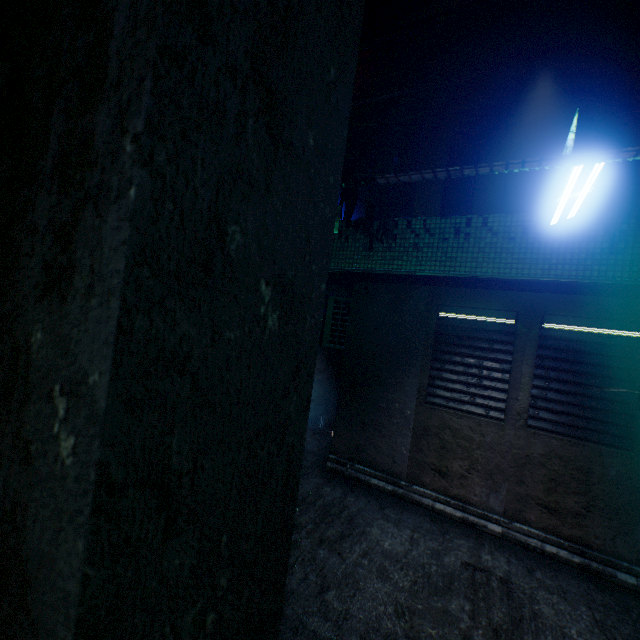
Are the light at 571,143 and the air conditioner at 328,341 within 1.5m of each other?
no

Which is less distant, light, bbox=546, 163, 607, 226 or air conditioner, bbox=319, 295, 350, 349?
light, bbox=546, 163, 607, 226

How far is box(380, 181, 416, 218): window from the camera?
5.1m

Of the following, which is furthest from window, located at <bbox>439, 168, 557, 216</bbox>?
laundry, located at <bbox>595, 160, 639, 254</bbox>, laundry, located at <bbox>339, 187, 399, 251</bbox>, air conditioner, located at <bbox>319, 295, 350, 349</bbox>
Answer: air conditioner, located at <bbox>319, 295, 350, 349</bbox>

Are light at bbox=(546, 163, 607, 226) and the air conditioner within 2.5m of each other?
no

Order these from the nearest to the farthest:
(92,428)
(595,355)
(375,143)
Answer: (92,428)
(595,355)
(375,143)

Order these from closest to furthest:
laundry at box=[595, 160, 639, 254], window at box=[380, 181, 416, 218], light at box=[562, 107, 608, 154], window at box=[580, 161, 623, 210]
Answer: Result: light at box=[562, 107, 608, 154] → laundry at box=[595, 160, 639, 254] → window at box=[580, 161, 623, 210] → window at box=[380, 181, 416, 218]

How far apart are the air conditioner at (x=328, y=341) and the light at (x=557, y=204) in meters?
3.1
